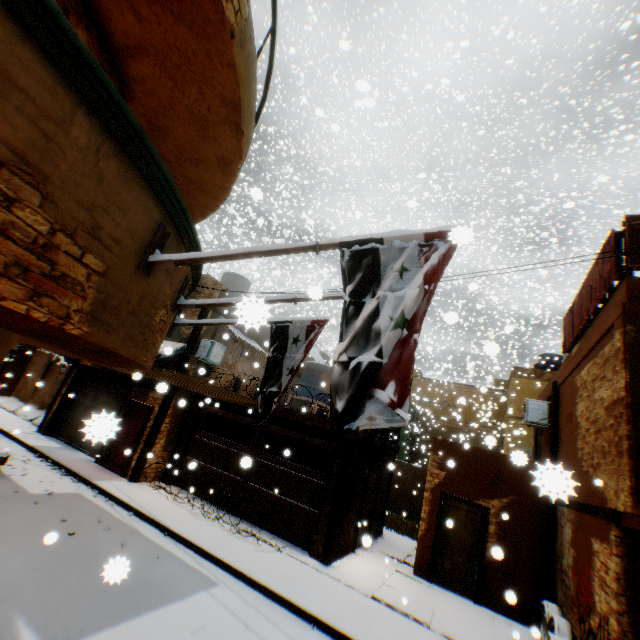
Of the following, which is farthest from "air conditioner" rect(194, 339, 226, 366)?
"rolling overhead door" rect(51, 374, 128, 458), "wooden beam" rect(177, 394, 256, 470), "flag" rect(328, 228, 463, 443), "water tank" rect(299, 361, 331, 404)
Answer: "rolling overhead door" rect(51, 374, 128, 458)

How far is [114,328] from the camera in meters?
2.5 m

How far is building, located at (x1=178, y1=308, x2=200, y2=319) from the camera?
13.21m

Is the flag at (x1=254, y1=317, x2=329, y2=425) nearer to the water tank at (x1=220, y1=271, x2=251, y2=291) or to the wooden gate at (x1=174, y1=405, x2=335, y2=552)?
the wooden gate at (x1=174, y1=405, x2=335, y2=552)

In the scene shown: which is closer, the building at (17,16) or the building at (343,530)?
the building at (17,16)

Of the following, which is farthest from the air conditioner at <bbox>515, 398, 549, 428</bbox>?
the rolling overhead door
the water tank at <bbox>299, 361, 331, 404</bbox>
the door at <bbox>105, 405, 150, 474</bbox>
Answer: the rolling overhead door

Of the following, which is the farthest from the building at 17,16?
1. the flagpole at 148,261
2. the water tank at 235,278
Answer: the water tank at 235,278

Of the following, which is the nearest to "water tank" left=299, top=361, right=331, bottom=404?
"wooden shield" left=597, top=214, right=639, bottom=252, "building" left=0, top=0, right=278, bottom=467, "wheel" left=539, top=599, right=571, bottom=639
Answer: "building" left=0, top=0, right=278, bottom=467
